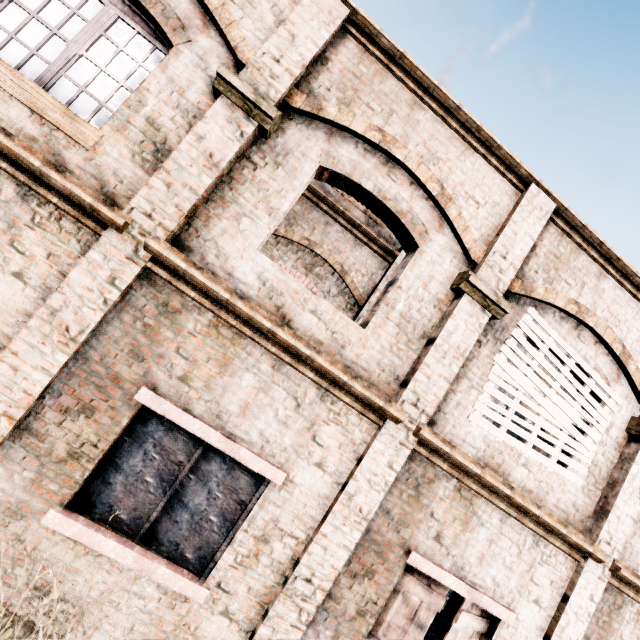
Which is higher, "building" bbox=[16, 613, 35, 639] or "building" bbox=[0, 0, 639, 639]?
"building" bbox=[0, 0, 639, 639]

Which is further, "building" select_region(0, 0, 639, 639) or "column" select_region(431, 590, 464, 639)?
"column" select_region(431, 590, 464, 639)

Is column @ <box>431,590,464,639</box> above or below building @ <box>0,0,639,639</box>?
below

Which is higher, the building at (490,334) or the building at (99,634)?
the building at (490,334)

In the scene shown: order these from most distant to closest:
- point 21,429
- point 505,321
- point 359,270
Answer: point 359,270, point 505,321, point 21,429
